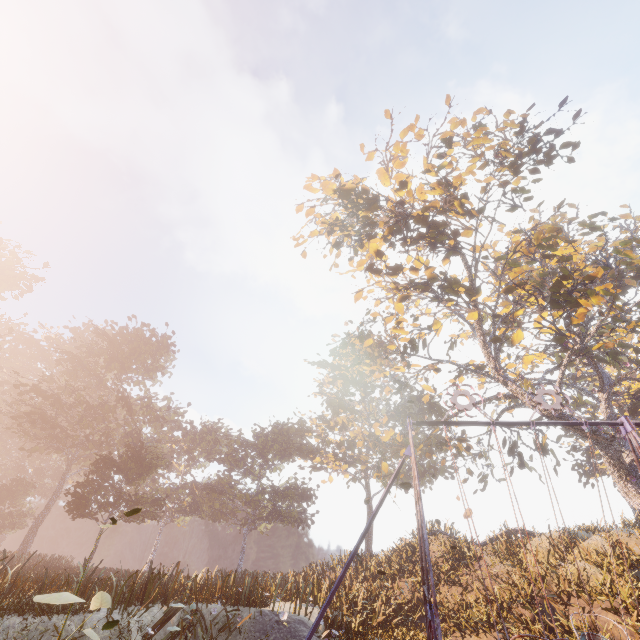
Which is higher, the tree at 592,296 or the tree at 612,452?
the tree at 592,296

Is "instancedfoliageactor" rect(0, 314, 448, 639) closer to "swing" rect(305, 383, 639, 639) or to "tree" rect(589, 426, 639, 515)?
"swing" rect(305, 383, 639, 639)

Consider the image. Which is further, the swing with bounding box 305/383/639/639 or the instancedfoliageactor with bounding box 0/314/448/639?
the instancedfoliageactor with bounding box 0/314/448/639

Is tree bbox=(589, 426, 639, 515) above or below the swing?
above

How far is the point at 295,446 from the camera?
40.7m

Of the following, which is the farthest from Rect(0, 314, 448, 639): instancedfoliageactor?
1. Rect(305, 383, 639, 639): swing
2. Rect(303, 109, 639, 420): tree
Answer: Rect(303, 109, 639, 420): tree

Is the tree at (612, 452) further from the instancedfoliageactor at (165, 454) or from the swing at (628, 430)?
the instancedfoliageactor at (165, 454)
